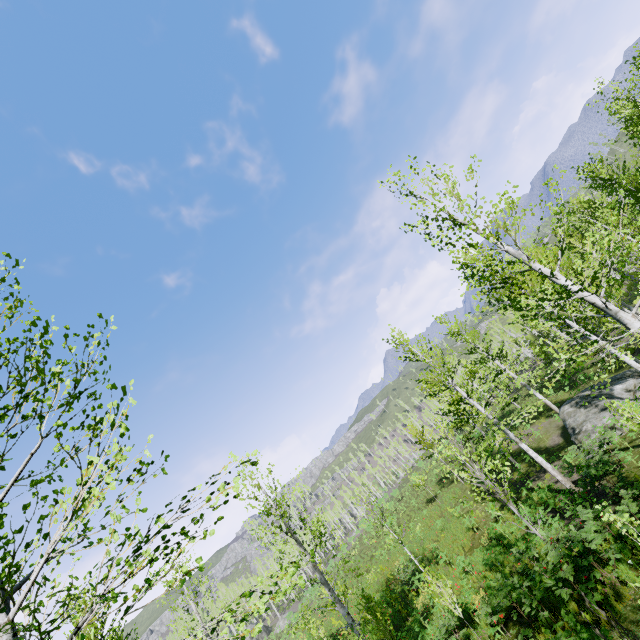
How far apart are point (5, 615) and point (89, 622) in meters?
0.8
